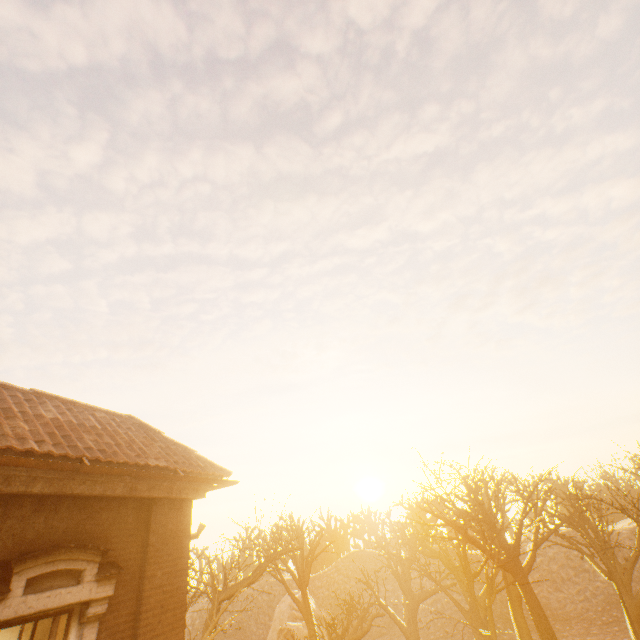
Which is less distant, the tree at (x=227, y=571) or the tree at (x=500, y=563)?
the tree at (x=227, y=571)

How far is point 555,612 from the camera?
28.8 meters

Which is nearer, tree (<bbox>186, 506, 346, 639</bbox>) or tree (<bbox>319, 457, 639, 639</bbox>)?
tree (<bbox>186, 506, 346, 639</bbox>)
